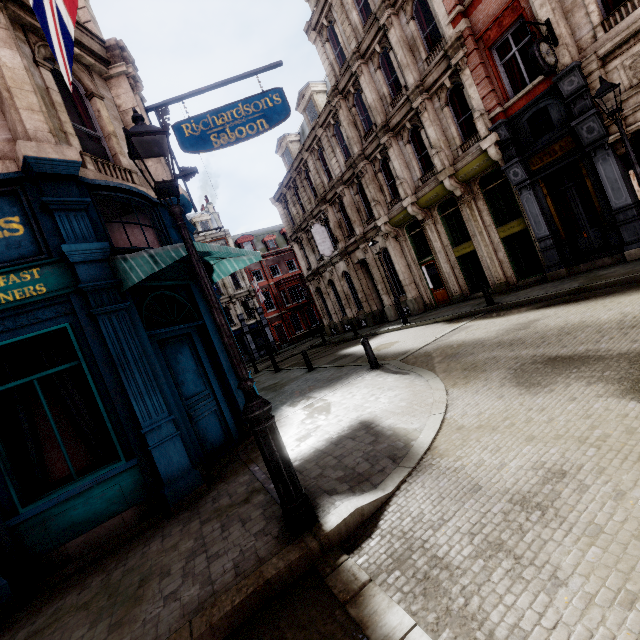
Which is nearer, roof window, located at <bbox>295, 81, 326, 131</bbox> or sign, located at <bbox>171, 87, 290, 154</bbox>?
sign, located at <bbox>171, 87, 290, 154</bbox>

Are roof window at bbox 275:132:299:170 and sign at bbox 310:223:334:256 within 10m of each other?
yes

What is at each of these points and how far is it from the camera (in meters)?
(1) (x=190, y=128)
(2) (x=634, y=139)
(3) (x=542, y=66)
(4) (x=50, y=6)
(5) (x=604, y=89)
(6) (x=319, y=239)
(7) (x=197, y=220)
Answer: (1) sign, 8.09
(2) tunnel, 10.03
(3) clock, 9.17
(4) flag, 3.75
(5) street light, 7.65
(6) sign, 22.75
(7) roof window, 39.88

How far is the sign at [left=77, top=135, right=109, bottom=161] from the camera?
6.66m

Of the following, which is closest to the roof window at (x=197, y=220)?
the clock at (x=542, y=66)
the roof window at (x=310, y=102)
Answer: the roof window at (x=310, y=102)

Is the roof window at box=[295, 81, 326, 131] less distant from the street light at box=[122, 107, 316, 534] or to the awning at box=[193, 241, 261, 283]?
the awning at box=[193, 241, 261, 283]

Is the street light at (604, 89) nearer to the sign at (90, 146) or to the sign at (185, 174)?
the sign at (185, 174)

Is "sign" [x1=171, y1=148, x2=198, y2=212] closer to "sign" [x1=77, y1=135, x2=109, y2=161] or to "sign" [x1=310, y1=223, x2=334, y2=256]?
"sign" [x1=77, y1=135, x2=109, y2=161]
